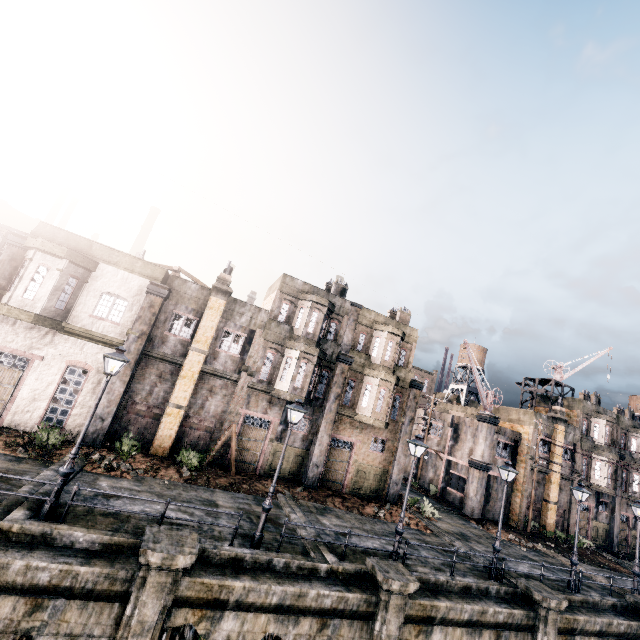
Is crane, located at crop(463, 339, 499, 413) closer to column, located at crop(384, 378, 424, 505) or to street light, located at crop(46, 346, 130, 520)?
column, located at crop(384, 378, 424, 505)

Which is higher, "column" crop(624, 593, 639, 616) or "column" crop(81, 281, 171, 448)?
"column" crop(81, 281, 171, 448)

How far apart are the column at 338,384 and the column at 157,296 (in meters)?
12.14

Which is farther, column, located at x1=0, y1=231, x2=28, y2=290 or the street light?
column, located at x1=0, y1=231, x2=28, y2=290

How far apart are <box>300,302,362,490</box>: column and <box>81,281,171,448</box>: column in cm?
1214

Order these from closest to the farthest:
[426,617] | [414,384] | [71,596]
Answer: [71,596] < [426,617] < [414,384]

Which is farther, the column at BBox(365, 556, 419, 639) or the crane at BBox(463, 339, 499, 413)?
the crane at BBox(463, 339, 499, 413)

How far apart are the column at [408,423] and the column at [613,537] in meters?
26.9
